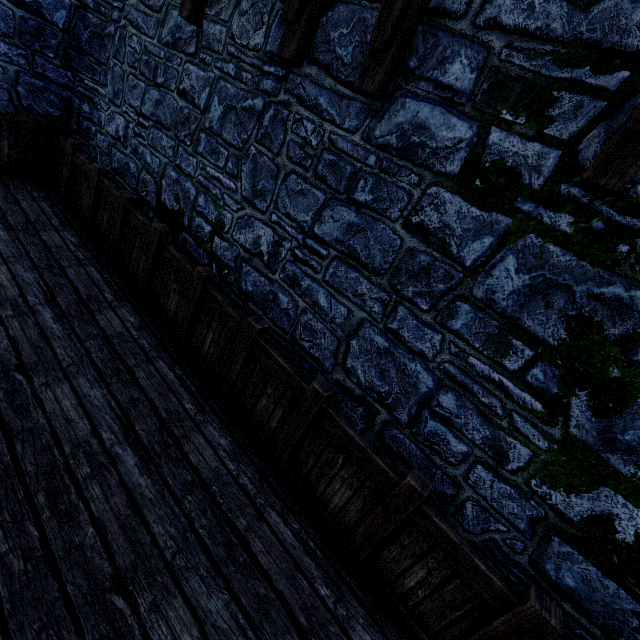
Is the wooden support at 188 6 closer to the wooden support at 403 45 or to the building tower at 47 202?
the building tower at 47 202

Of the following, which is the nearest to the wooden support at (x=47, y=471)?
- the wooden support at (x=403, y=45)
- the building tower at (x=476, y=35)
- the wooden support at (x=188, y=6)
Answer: the building tower at (x=476, y=35)

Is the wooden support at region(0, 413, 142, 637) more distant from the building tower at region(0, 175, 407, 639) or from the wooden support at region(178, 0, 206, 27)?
the wooden support at region(178, 0, 206, 27)

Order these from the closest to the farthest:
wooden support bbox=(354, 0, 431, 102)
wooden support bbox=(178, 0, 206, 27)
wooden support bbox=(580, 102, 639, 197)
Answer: wooden support bbox=(580, 102, 639, 197) < wooden support bbox=(354, 0, 431, 102) < wooden support bbox=(178, 0, 206, 27)

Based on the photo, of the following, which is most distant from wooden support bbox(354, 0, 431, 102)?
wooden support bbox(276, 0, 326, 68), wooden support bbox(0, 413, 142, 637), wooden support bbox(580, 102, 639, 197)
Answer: wooden support bbox(0, 413, 142, 637)

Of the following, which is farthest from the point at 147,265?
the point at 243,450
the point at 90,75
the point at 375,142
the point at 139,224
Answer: the point at 90,75

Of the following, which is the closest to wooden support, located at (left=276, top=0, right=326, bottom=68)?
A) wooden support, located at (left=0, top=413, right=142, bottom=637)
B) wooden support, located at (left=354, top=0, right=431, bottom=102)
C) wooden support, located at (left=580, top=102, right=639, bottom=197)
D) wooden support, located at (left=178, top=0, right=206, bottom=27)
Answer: wooden support, located at (left=354, top=0, right=431, bottom=102)

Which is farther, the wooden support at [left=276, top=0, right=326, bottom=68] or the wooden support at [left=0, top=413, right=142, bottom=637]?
the wooden support at [left=276, top=0, right=326, bottom=68]
